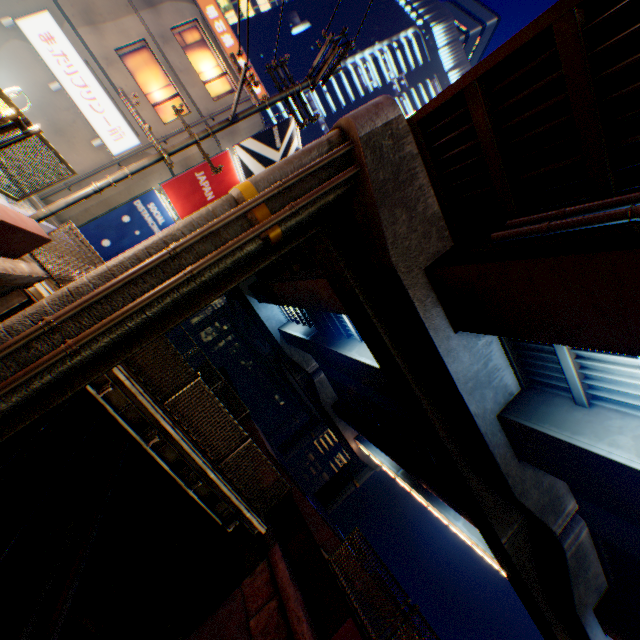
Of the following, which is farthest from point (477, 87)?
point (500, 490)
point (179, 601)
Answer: point (179, 601)

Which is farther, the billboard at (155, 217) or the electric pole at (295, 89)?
the billboard at (155, 217)

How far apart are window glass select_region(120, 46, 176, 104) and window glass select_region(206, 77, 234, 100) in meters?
1.5

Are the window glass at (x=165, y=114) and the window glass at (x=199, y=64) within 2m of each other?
yes

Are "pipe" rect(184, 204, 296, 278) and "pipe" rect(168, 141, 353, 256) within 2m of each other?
yes

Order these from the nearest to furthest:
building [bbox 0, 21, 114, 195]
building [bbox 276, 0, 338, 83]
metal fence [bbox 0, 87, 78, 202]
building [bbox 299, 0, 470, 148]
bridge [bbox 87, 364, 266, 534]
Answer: metal fence [bbox 0, 87, 78, 202], bridge [bbox 87, 364, 266, 534], building [bbox 0, 21, 114, 195], building [bbox 276, 0, 338, 83], building [bbox 299, 0, 470, 148]

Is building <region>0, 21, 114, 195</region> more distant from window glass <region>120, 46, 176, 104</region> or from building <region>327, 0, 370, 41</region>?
building <region>327, 0, 370, 41</region>

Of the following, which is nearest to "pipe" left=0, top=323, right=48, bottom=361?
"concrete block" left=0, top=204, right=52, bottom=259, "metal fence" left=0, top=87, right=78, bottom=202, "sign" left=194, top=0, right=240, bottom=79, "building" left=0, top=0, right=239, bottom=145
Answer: "concrete block" left=0, top=204, right=52, bottom=259
